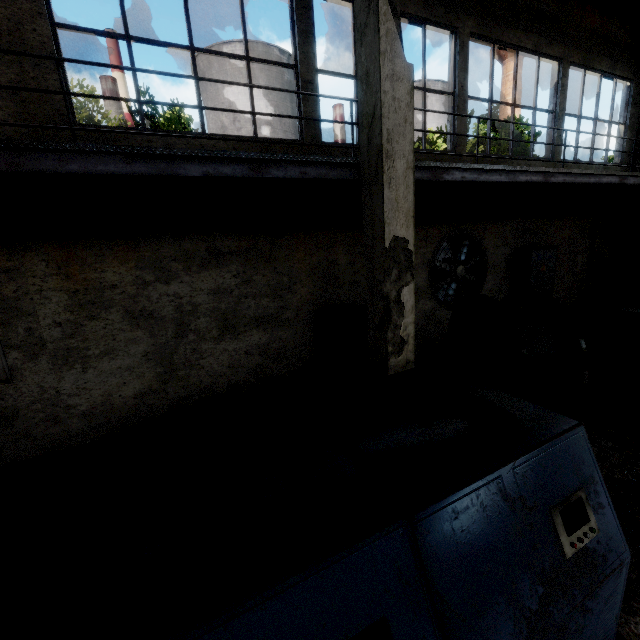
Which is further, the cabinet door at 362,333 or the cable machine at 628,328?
the cabinet door at 362,333

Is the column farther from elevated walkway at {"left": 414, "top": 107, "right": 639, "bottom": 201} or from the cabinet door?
the cabinet door

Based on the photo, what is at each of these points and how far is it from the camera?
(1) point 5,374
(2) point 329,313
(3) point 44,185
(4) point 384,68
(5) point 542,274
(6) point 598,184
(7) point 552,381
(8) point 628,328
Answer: (1) power box, 4.86m
(2) cabinet, 6.92m
(3) elevated walkway, 4.05m
(4) column, 3.49m
(5) power box, 9.51m
(6) elevated walkway, 7.06m
(7) wire spool, 4.50m
(8) cable machine, 4.61m

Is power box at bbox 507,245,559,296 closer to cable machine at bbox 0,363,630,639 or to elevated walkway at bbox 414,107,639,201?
elevated walkway at bbox 414,107,639,201

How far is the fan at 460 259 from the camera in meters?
8.3 m

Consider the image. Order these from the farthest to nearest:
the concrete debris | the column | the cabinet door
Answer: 1. the concrete debris
2. the cabinet door
3. the column

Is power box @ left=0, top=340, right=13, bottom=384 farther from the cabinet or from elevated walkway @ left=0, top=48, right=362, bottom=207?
the cabinet

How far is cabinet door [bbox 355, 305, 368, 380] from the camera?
6.8 meters
